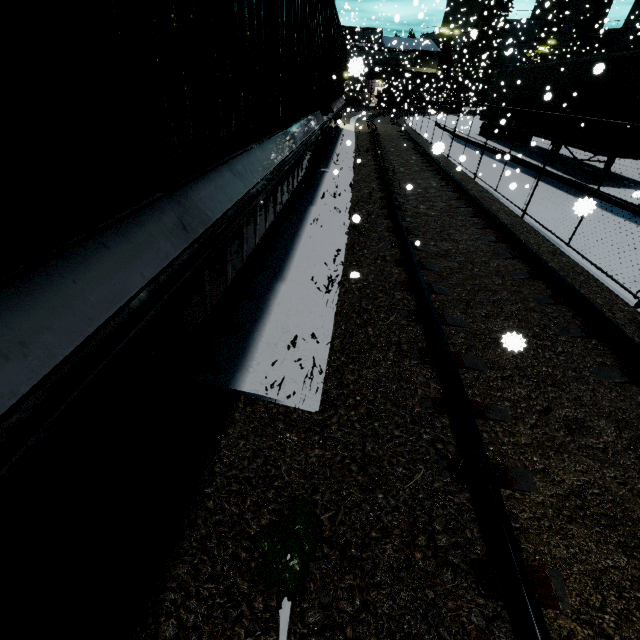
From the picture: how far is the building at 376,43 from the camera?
28.4m

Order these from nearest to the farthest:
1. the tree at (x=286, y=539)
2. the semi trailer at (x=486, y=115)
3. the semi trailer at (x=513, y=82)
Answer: the tree at (x=286, y=539), the semi trailer at (x=513, y=82), the semi trailer at (x=486, y=115)

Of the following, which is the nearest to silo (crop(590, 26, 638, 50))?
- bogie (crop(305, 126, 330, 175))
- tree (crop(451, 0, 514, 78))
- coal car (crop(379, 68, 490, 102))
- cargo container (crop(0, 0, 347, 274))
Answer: tree (crop(451, 0, 514, 78))

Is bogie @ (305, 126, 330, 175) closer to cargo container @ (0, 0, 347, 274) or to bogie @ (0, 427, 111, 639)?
cargo container @ (0, 0, 347, 274)

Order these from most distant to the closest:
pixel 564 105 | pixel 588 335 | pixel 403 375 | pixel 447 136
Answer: pixel 447 136
pixel 564 105
pixel 588 335
pixel 403 375

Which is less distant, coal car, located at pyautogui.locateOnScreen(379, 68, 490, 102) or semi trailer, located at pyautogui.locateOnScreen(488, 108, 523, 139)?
semi trailer, located at pyautogui.locateOnScreen(488, 108, 523, 139)

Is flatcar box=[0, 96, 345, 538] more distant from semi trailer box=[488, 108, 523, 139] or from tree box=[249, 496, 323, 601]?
semi trailer box=[488, 108, 523, 139]

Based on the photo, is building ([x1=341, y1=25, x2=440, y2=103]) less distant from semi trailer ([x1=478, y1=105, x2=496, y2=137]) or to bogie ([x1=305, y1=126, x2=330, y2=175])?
semi trailer ([x1=478, y1=105, x2=496, y2=137])
